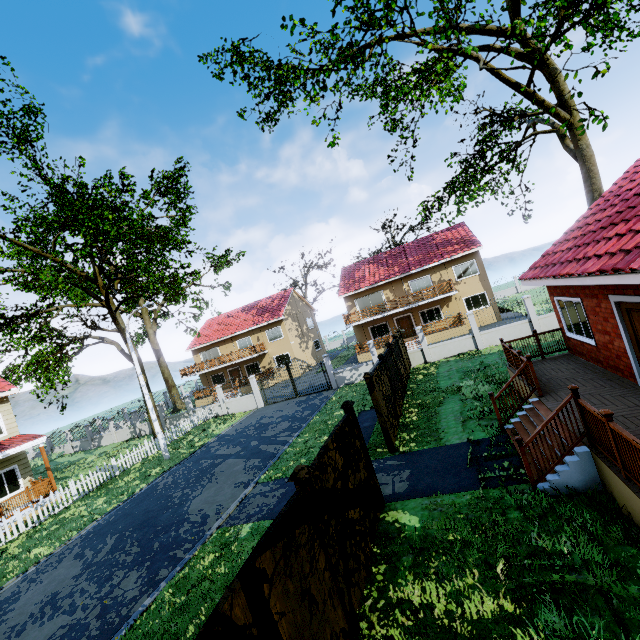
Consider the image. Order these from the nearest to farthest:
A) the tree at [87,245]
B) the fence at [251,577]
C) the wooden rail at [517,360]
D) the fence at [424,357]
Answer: the fence at [251,577] < the wooden rail at [517,360] < the tree at [87,245] < the fence at [424,357]

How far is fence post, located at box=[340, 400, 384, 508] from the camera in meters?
7.4 m

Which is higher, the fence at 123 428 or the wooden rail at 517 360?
the wooden rail at 517 360

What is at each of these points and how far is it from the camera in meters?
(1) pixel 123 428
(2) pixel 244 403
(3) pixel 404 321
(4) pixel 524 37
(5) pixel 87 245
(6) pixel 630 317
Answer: (1) fence, 29.9
(2) fence, 25.3
(3) door, 30.8
(4) tree, 20.6
(5) tree, 15.2
(6) door, 7.1

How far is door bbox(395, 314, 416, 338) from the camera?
30.6m

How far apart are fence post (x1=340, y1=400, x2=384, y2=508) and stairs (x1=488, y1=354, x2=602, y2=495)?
3.1m

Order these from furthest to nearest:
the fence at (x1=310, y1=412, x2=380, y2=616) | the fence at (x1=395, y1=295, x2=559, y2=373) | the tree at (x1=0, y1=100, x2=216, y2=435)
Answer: the fence at (x1=395, y1=295, x2=559, y2=373) < the tree at (x1=0, y1=100, x2=216, y2=435) < the fence at (x1=310, y1=412, x2=380, y2=616)

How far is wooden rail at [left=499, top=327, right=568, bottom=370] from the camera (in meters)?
10.09
